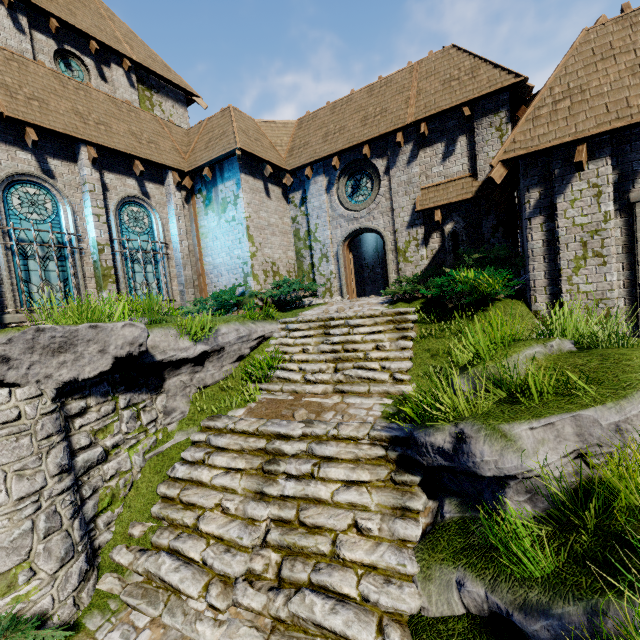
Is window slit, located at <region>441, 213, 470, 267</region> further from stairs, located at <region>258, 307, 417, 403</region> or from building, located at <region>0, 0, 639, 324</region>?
stairs, located at <region>258, 307, 417, 403</region>

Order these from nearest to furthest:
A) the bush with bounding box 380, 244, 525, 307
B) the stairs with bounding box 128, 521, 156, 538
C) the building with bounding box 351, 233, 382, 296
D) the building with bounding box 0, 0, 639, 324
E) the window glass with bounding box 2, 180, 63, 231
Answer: the stairs with bounding box 128, 521, 156, 538
the building with bounding box 0, 0, 639, 324
the bush with bounding box 380, 244, 525, 307
the window glass with bounding box 2, 180, 63, 231
the building with bounding box 351, 233, 382, 296

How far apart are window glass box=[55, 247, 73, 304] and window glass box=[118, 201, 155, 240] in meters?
1.5 m

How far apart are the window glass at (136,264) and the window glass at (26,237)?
1.5 meters

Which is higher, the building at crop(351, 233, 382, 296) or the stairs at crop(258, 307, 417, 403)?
the building at crop(351, 233, 382, 296)

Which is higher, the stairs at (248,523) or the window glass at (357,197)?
the window glass at (357,197)

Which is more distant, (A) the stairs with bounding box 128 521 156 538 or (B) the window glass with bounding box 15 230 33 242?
(B) the window glass with bounding box 15 230 33 242

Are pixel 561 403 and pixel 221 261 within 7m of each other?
no
